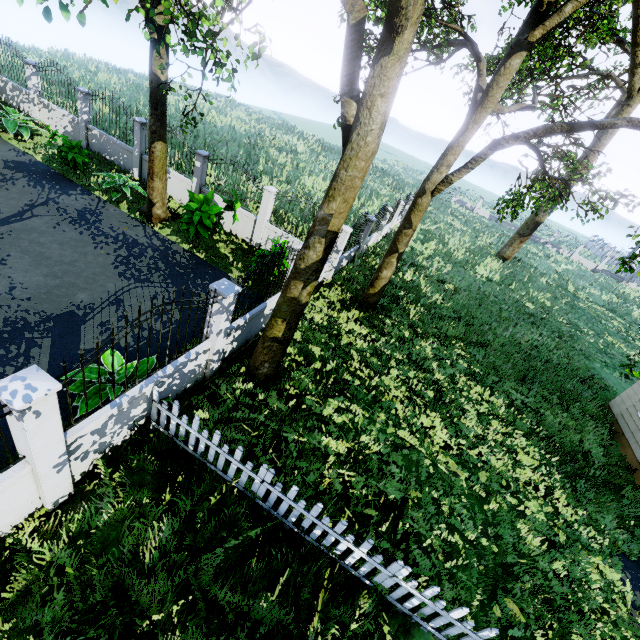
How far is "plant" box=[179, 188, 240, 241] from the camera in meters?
10.1

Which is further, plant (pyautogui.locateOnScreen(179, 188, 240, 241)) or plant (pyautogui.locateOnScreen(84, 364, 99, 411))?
plant (pyautogui.locateOnScreen(179, 188, 240, 241))

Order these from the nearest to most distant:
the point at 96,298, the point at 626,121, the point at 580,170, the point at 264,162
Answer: the point at 626,121, the point at 96,298, the point at 580,170, the point at 264,162

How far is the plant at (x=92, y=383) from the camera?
5.50m

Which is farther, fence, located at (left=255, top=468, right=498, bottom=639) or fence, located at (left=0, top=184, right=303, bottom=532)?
fence, located at (left=255, top=468, right=498, bottom=639)

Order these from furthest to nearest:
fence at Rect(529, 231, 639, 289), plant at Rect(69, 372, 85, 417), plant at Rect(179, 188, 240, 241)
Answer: fence at Rect(529, 231, 639, 289)
plant at Rect(179, 188, 240, 241)
plant at Rect(69, 372, 85, 417)

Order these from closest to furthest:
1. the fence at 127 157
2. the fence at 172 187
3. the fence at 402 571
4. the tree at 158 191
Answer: the fence at 402 571, the tree at 158 191, the fence at 172 187, the fence at 127 157

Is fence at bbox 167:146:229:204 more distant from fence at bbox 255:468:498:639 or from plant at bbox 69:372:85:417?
fence at bbox 255:468:498:639
